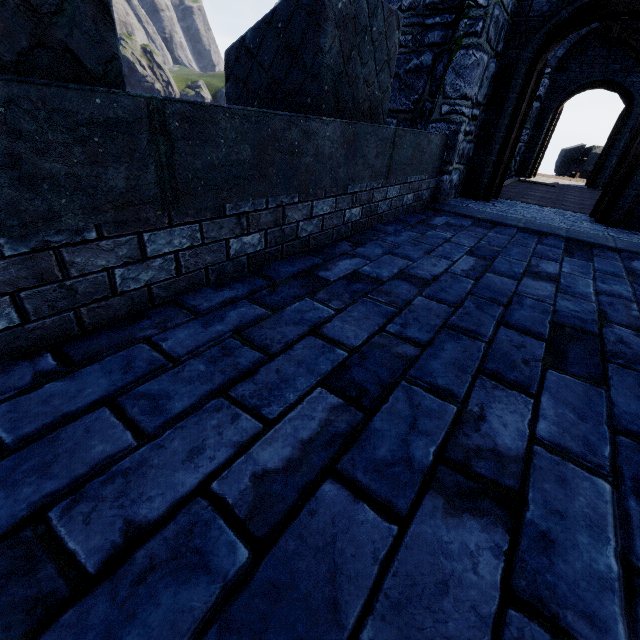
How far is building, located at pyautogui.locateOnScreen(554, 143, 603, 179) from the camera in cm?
2411

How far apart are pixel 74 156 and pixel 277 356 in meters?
1.2

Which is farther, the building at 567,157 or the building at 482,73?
the building at 567,157

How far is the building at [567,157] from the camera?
24.1 meters

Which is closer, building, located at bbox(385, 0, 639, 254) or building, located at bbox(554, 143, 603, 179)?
building, located at bbox(385, 0, 639, 254)
